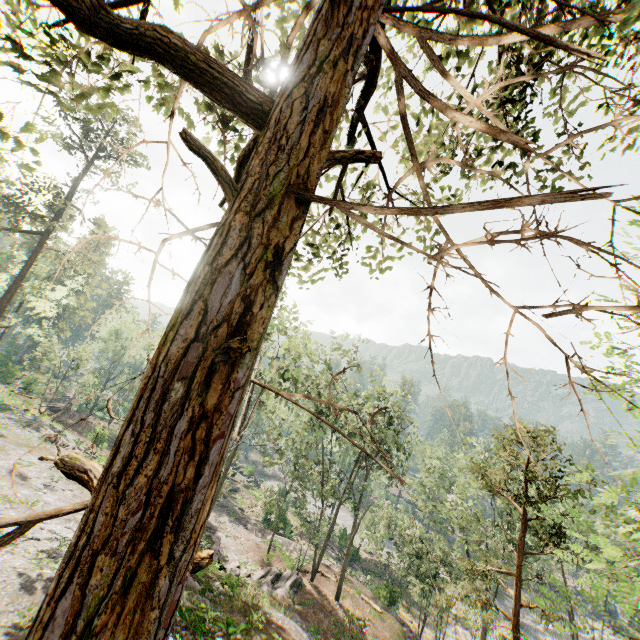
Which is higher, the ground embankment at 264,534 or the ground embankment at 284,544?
the ground embankment at 284,544

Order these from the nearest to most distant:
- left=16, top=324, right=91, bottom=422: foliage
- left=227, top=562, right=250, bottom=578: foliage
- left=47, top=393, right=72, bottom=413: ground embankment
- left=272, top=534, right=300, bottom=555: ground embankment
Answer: left=227, top=562, right=250, bottom=578: foliage < left=272, top=534, right=300, bottom=555: ground embankment < left=16, top=324, right=91, bottom=422: foliage < left=47, top=393, right=72, bottom=413: ground embankment

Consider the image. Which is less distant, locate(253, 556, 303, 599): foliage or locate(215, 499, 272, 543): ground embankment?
locate(253, 556, 303, 599): foliage

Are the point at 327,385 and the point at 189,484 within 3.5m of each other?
no

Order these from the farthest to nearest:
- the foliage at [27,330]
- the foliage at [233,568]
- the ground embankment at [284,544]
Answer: the foliage at [27,330] < the ground embankment at [284,544] < the foliage at [233,568]

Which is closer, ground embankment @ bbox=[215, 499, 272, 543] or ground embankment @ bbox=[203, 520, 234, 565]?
ground embankment @ bbox=[203, 520, 234, 565]

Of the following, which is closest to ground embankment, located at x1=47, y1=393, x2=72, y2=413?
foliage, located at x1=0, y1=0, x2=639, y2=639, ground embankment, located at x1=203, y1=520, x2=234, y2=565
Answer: foliage, located at x1=0, y1=0, x2=639, y2=639

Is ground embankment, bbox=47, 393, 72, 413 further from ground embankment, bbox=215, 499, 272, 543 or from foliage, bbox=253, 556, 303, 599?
ground embankment, bbox=215, 499, 272, 543
